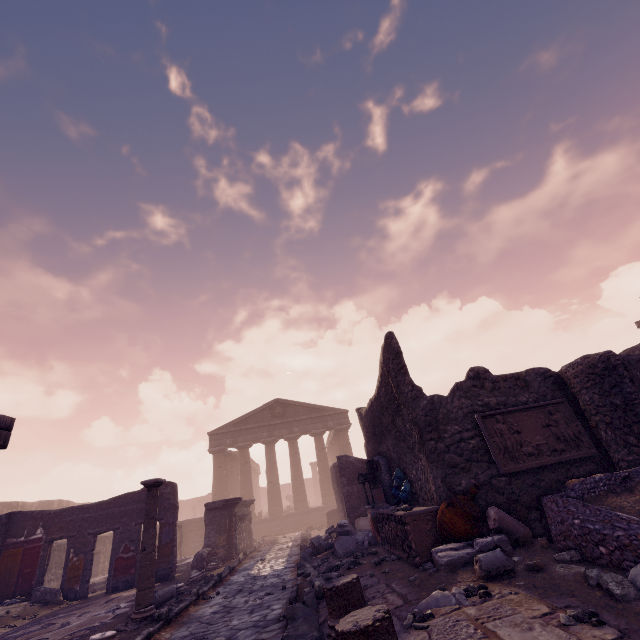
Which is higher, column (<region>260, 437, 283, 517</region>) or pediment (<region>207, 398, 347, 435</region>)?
pediment (<region>207, 398, 347, 435</region>)

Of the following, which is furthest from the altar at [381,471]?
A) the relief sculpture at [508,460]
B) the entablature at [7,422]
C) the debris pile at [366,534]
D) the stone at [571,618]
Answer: the entablature at [7,422]

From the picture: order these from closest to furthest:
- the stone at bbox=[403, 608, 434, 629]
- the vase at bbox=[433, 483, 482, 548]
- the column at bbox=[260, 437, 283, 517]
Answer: the stone at bbox=[403, 608, 434, 629]
the vase at bbox=[433, 483, 482, 548]
the column at bbox=[260, 437, 283, 517]

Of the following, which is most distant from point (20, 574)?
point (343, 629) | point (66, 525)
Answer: point (343, 629)

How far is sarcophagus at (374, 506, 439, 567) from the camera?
5.52m

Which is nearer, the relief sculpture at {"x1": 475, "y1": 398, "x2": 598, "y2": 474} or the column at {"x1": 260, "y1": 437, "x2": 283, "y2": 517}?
the relief sculpture at {"x1": 475, "y1": 398, "x2": 598, "y2": 474}

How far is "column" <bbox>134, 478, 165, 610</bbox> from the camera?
6.3 meters

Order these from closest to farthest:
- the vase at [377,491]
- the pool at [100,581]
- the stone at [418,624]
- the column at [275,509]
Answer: the stone at [418,624] < the vase at [377,491] < the pool at [100,581] < the column at [275,509]
